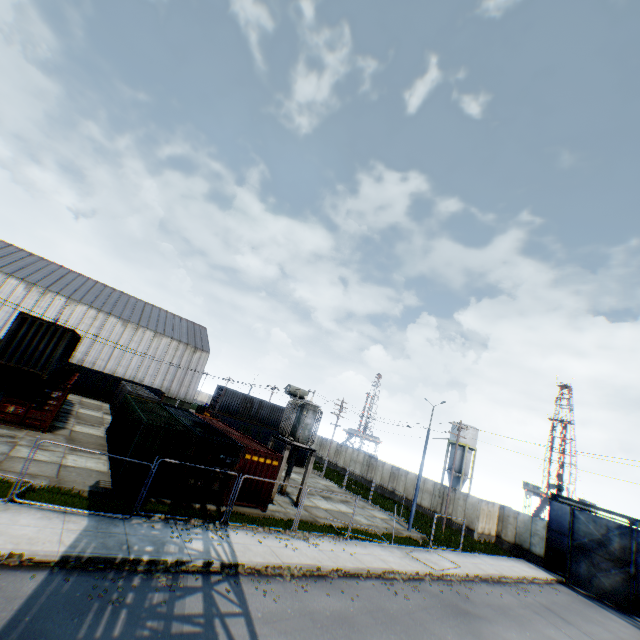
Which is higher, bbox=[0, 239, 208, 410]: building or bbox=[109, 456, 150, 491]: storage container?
bbox=[0, 239, 208, 410]: building

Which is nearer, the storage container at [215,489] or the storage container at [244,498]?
the storage container at [215,489]

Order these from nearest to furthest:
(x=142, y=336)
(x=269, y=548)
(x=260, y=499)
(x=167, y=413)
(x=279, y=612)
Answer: (x=279, y=612)
(x=269, y=548)
(x=260, y=499)
(x=167, y=413)
(x=142, y=336)

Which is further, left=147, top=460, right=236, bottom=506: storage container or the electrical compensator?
the electrical compensator

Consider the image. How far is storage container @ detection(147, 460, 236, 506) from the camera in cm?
1502

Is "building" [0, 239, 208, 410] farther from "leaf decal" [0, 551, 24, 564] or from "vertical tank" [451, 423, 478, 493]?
"leaf decal" [0, 551, 24, 564]

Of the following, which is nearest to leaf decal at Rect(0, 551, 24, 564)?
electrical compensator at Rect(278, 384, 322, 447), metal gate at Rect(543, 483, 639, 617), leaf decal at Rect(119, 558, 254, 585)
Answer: leaf decal at Rect(119, 558, 254, 585)

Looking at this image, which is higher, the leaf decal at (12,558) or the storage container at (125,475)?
the storage container at (125,475)
